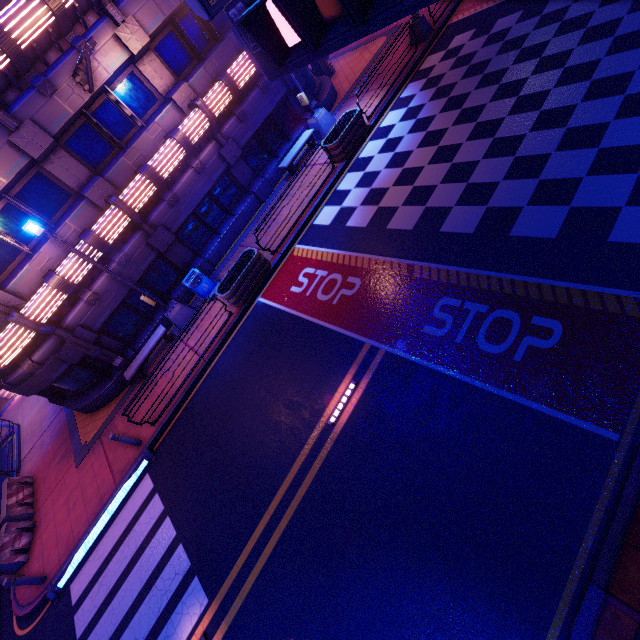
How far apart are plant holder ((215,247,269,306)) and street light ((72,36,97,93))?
6.77m

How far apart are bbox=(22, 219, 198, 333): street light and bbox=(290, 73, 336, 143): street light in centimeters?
993cm

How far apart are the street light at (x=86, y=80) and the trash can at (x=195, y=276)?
6.52m

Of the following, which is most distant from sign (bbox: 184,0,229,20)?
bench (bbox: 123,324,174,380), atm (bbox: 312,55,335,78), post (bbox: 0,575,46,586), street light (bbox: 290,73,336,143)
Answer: atm (bbox: 312,55,335,78)

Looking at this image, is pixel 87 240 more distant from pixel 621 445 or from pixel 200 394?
pixel 621 445

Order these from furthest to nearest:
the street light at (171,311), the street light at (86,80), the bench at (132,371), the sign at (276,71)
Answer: the bench at (132,371), the street light at (171,311), the street light at (86,80), the sign at (276,71)

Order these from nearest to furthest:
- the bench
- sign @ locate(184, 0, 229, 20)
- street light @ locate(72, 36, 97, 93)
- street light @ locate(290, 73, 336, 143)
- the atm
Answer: sign @ locate(184, 0, 229, 20)
street light @ locate(72, 36, 97, 93)
the bench
street light @ locate(290, 73, 336, 143)
the atm

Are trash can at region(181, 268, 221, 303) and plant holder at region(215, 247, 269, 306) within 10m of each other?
yes
